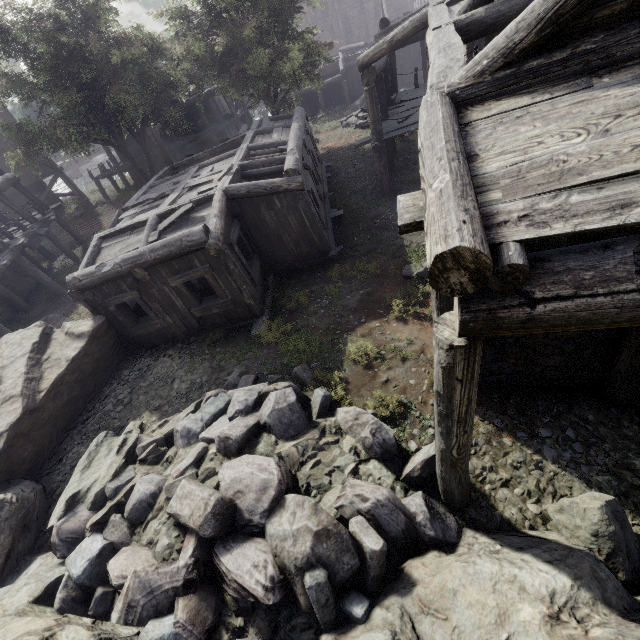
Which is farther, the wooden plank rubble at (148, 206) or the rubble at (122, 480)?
the wooden plank rubble at (148, 206)

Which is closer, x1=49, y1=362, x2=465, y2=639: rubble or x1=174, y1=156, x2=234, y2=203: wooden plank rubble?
x1=49, y1=362, x2=465, y2=639: rubble

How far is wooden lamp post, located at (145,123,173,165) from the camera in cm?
1677

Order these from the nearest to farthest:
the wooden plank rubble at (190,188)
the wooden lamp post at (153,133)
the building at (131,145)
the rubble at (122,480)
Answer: the rubble at (122,480) → the wooden plank rubble at (190,188) → the wooden lamp post at (153,133) → the building at (131,145)

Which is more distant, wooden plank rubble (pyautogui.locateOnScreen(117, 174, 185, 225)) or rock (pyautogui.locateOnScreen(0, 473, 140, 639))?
wooden plank rubble (pyautogui.locateOnScreen(117, 174, 185, 225))

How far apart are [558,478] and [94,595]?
7.1m

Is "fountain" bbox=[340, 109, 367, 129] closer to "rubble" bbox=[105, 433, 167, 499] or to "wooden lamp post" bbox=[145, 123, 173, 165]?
"wooden lamp post" bbox=[145, 123, 173, 165]

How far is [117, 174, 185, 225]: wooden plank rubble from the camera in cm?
1115
